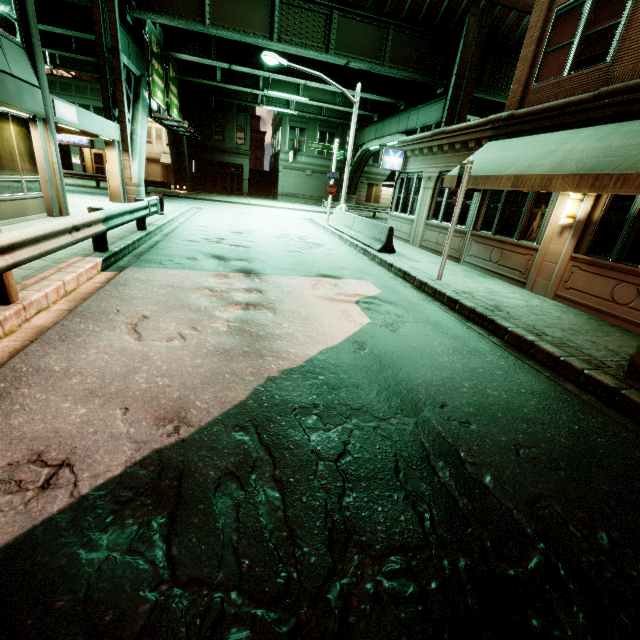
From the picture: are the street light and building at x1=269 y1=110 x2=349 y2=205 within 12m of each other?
no

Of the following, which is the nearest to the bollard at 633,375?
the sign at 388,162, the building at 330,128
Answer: the sign at 388,162

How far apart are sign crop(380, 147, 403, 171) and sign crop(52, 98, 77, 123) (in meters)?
12.84

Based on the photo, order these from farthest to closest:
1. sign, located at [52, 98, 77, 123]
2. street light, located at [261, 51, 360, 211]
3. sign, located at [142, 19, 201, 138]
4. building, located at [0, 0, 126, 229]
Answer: sign, located at [142, 19, 201, 138] < street light, located at [261, 51, 360, 211] < sign, located at [52, 98, 77, 123] < building, located at [0, 0, 126, 229]

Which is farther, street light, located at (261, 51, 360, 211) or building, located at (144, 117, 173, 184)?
building, located at (144, 117, 173, 184)

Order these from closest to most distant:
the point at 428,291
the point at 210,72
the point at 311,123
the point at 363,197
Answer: the point at 428,291 < the point at 210,72 < the point at 311,123 < the point at 363,197

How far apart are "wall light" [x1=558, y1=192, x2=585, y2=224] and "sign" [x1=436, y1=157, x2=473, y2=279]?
2.3m

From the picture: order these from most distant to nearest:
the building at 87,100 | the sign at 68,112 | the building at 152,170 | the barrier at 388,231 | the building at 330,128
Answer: the building at 152,170, the building at 330,128, the barrier at 388,231, the sign at 68,112, the building at 87,100
